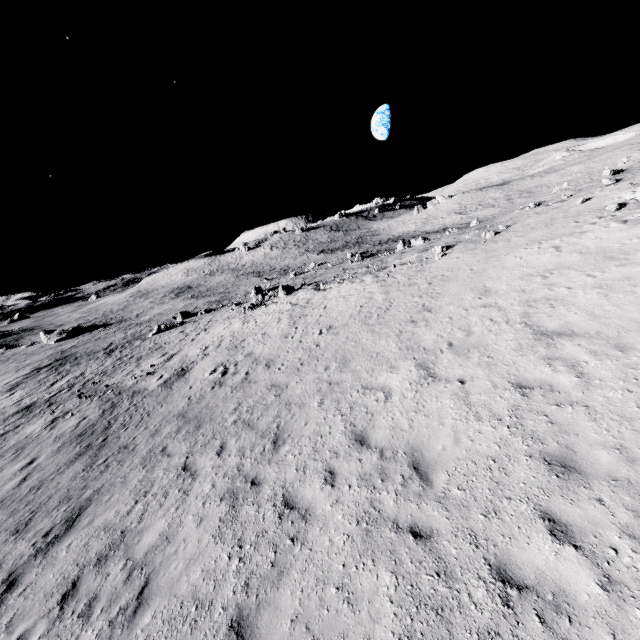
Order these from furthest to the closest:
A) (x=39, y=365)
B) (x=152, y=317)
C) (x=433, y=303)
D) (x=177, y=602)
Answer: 1. (x=152, y=317)
2. (x=39, y=365)
3. (x=433, y=303)
4. (x=177, y=602)
